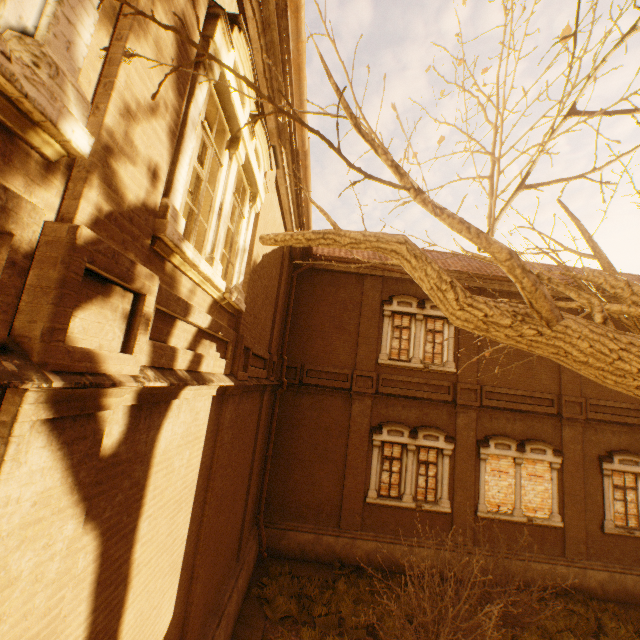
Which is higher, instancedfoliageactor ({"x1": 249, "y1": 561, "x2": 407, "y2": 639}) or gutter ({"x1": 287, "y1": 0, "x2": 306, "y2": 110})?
gutter ({"x1": 287, "y1": 0, "x2": 306, "y2": 110})

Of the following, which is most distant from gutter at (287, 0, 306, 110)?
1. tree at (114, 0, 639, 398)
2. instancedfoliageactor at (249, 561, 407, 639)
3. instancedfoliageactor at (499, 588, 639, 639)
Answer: instancedfoliageactor at (499, 588, 639, 639)

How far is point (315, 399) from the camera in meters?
12.3 m

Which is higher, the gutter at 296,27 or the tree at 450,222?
the gutter at 296,27

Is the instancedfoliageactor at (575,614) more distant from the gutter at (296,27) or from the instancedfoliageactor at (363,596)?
the gutter at (296,27)

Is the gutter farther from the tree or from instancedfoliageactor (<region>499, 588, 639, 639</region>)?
instancedfoliageactor (<region>499, 588, 639, 639</region>)

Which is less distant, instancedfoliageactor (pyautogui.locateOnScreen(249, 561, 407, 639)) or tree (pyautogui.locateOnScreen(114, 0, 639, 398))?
tree (pyautogui.locateOnScreen(114, 0, 639, 398))

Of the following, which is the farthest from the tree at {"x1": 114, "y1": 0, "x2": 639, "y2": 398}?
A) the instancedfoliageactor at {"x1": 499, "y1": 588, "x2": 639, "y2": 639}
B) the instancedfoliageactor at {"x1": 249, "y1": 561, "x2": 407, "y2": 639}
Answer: the instancedfoliageactor at {"x1": 249, "y1": 561, "x2": 407, "y2": 639}
